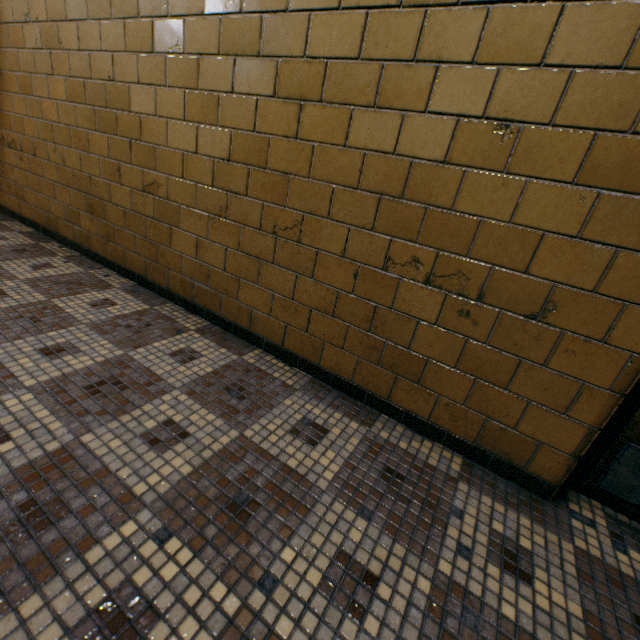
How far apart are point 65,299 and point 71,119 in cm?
135
